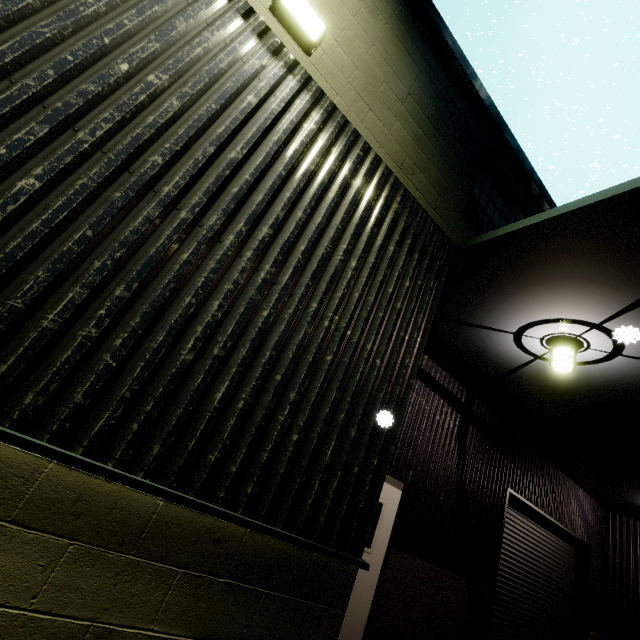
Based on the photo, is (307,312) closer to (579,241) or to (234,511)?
(234,511)

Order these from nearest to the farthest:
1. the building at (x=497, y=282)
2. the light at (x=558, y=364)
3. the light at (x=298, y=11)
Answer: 1. the building at (x=497, y=282)
2. the light at (x=298, y=11)
3. the light at (x=558, y=364)

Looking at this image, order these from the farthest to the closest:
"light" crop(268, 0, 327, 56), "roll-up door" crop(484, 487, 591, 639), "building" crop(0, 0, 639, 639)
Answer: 1. "roll-up door" crop(484, 487, 591, 639)
2. "light" crop(268, 0, 327, 56)
3. "building" crop(0, 0, 639, 639)

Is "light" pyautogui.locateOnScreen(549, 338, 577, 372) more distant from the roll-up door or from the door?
the roll-up door

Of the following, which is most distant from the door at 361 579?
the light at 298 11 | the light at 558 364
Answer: the light at 298 11

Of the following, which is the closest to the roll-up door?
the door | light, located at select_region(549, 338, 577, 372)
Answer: the door

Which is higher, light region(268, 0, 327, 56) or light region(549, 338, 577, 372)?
light region(268, 0, 327, 56)
